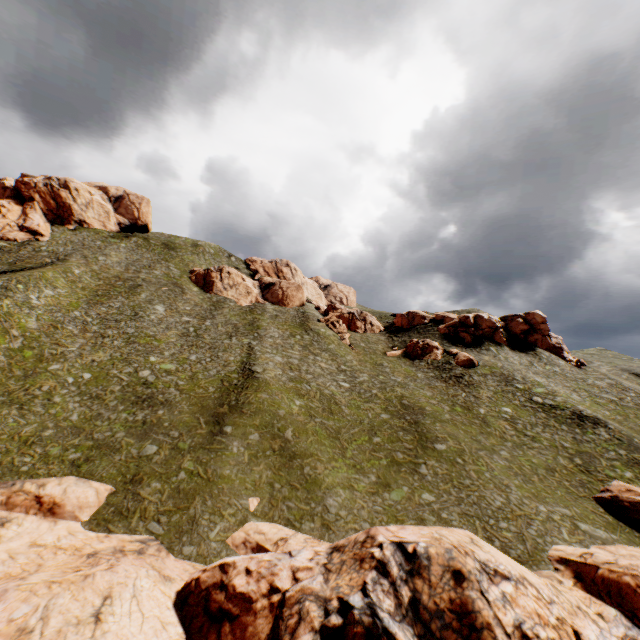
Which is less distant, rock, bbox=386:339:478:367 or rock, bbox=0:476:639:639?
rock, bbox=0:476:639:639

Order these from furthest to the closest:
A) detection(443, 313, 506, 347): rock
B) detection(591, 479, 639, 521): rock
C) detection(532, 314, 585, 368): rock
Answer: detection(443, 313, 506, 347): rock
detection(532, 314, 585, 368): rock
detection(591, 479, 639, 521): rock

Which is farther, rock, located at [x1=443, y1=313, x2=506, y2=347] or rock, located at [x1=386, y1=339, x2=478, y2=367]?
rock, located at [x1=443, y1=313, x2=506, y2=347]

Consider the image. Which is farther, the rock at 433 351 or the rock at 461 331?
the rock at 461 331

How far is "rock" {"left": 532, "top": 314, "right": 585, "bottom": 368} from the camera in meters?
56.3

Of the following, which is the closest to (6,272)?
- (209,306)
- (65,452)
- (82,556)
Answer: (209,306)

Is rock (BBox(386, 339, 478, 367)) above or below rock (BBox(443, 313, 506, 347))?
below

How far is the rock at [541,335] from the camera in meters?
56.3 m
